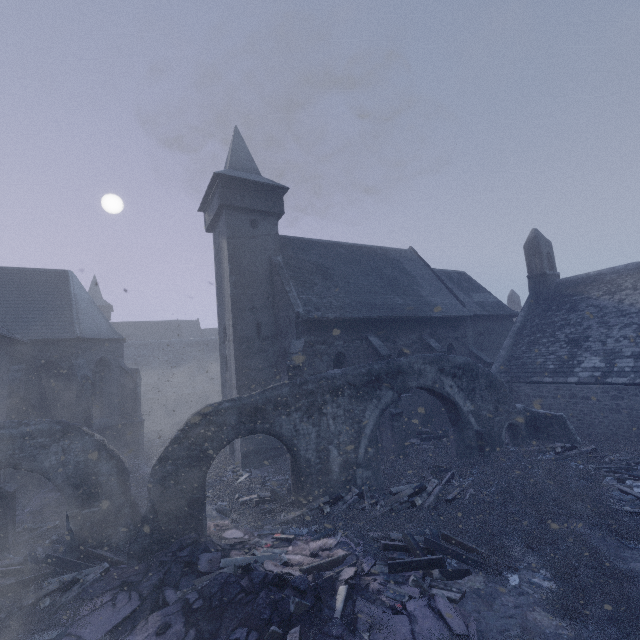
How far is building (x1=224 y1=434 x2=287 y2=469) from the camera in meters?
15.7 m

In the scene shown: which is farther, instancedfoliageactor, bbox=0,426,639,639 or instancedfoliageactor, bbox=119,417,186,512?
instancedfoliageactor, bbox=119,417,186,512

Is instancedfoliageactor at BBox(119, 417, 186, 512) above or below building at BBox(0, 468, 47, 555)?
below

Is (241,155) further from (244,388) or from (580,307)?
(580,307)

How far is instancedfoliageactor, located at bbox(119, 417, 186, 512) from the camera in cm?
1378

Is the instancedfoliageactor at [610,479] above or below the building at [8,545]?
below

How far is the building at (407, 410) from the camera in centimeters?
1584cm
